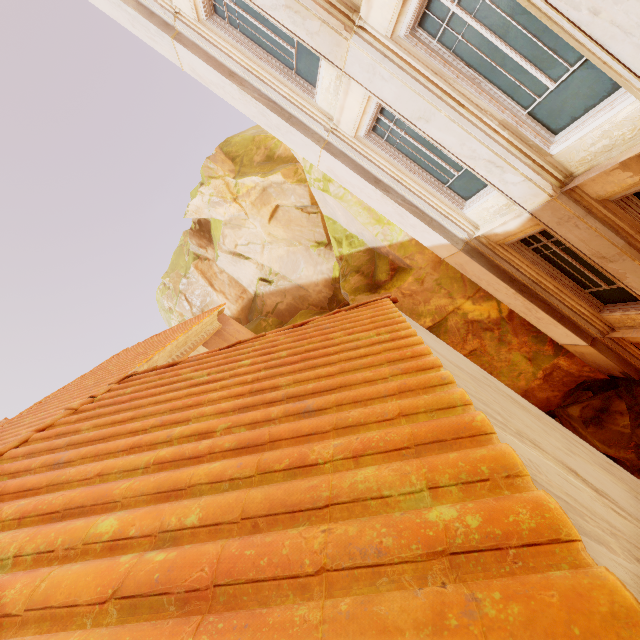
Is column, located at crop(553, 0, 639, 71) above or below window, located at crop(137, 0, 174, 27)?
below

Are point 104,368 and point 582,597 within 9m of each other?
→ no

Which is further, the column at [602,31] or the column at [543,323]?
the column at [543,323]

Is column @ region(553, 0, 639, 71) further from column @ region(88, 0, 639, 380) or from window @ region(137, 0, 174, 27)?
column @ region(88, 0, 639, 380)

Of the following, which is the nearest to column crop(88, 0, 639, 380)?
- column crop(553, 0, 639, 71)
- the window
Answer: the window

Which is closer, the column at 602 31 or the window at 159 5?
the column at 602 31
